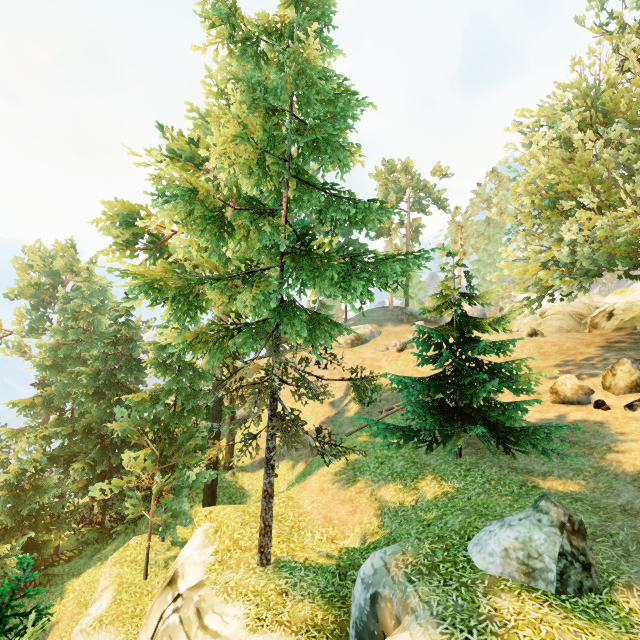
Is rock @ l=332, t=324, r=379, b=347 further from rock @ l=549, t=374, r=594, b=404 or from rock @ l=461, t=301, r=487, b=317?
rock @ l=549, t=374, r=594, b=404

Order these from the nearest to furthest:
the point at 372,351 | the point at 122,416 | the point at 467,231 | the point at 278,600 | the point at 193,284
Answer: the point at 278,600 < the point at 193,284 < the point at 122,416 < the point at 372,351 < the point at 467,231

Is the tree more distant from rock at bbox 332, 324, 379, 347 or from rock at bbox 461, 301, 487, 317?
rock at bbox 332, 324, 379, 347

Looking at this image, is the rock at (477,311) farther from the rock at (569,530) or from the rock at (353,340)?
the rock at (569,530)

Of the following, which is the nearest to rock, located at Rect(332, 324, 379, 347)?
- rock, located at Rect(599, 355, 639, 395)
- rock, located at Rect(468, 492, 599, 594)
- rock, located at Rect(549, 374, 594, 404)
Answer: rock, located at Rect(549, 374, 594, 404)

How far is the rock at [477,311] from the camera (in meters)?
34.28

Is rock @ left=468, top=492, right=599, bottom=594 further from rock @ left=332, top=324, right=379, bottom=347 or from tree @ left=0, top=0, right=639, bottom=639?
rock @ left=332, top=324, right=379, bottom=347

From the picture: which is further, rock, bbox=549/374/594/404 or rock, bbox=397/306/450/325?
rock, bbox=397/306/450/325
